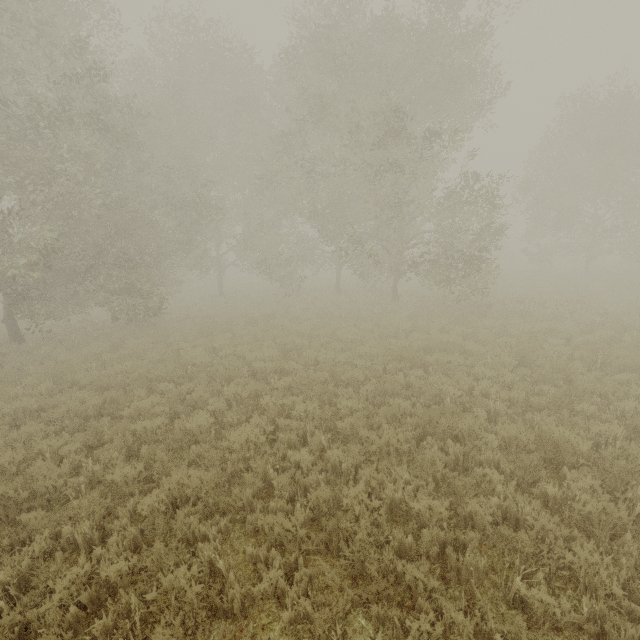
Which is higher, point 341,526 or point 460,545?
point 341,526
